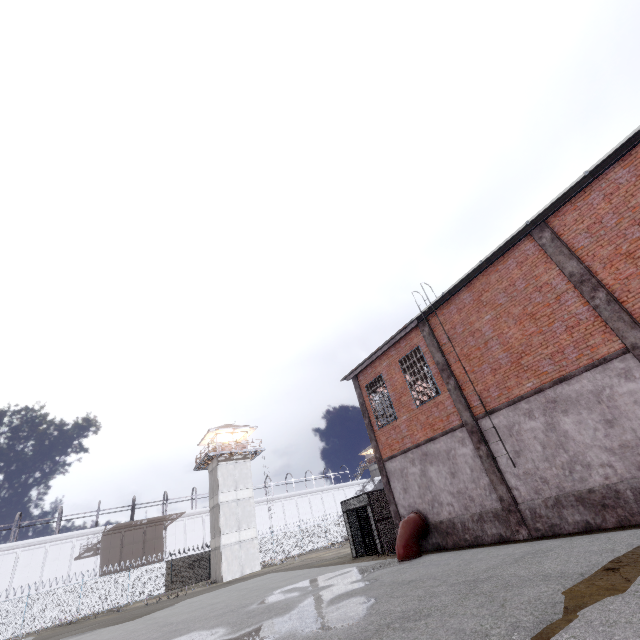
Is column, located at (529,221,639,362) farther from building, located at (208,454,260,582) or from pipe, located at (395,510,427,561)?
building, located at (208,454,260,582)

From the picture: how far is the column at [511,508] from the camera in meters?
11.0 m

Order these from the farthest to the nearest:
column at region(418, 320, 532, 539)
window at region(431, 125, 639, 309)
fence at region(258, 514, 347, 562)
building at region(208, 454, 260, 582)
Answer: fence at region(258, 514, 347, 562)
building at region(208, 454, 260, 582)
column at region(418, 320, 532, 539)
window at region(431, 125, 639, 309)

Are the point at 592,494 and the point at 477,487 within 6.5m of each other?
yes

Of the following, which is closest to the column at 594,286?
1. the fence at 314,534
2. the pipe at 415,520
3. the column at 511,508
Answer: the column at 511,508

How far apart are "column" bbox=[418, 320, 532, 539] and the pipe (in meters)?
3.69

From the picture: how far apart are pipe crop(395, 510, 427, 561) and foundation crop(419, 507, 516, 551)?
0.1 meters

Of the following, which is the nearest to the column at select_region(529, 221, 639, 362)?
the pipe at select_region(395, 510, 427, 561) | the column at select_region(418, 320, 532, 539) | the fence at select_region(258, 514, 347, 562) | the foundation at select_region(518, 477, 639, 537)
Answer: the foundation at select_region(518, 477, 639, 537)
